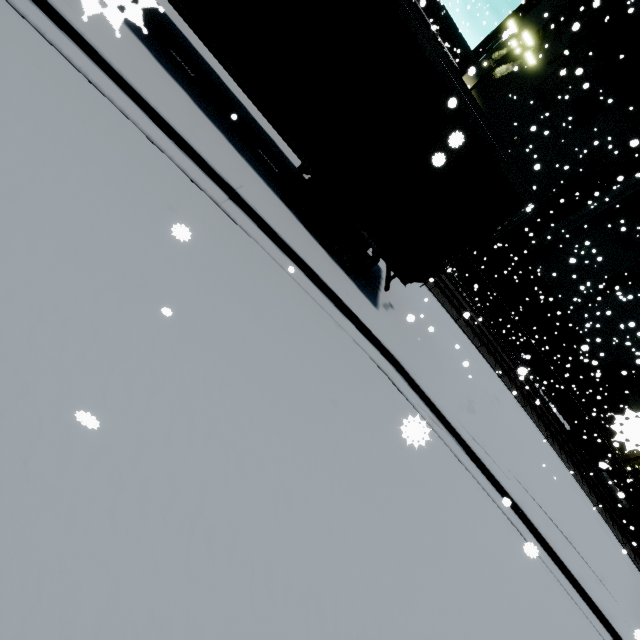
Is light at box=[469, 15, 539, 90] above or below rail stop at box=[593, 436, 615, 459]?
above

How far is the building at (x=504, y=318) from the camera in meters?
27.9 m

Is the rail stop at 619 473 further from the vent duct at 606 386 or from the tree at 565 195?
the vent duct at 606 386

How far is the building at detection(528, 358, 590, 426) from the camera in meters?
30.1

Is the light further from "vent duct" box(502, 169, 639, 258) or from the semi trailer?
"vent duct" box(502, 169, 639, 258)

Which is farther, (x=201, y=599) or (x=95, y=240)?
(x=95, y=240)

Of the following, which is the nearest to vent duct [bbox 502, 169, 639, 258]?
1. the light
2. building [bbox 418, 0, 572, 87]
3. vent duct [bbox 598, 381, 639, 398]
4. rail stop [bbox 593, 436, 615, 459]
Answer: building [bbox 418, 0, 572, 87]

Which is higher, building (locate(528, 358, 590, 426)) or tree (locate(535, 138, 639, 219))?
tree (locate(535, 138, 639, 219))
